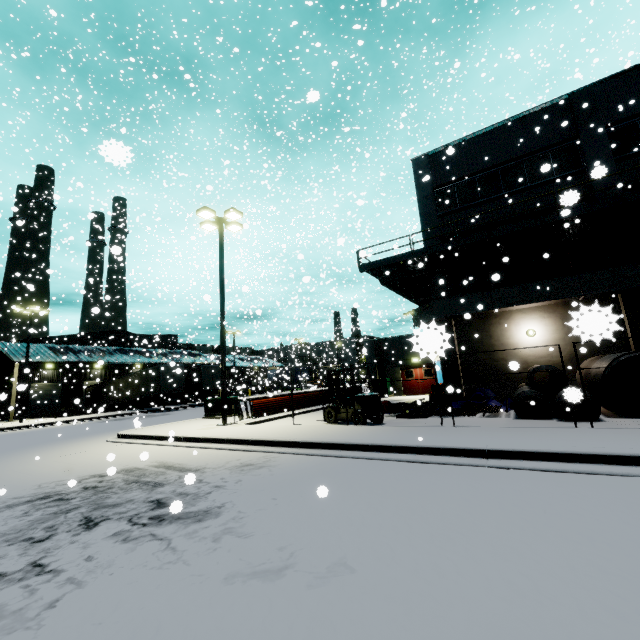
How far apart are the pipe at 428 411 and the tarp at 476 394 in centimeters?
7cm

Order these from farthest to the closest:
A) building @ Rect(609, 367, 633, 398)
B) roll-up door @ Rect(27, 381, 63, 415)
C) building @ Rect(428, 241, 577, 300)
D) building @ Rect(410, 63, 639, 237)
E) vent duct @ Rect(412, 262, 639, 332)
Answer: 1. roll-up door @ Rect(27, 381, 63, 415)
2. building @ Rect(428, 241, 577, 300)
3. building @ Rect(410, 63, 639, 237)
4. building @ Rect(609, 367, 633, 398)
5. vent duct @ Rect(412, 262, 639, 332)

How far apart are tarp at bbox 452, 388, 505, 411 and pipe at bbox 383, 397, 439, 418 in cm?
7

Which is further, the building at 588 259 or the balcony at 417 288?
the building at 588 259

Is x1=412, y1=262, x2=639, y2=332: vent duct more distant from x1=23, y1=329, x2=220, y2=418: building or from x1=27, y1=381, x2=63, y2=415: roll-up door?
x1=27, y1=381, x2=63, y2=415: roll-up door

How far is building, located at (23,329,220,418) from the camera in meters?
32.9 m

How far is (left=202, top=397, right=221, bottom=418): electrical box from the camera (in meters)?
17.58

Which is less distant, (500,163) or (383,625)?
(383,625)
